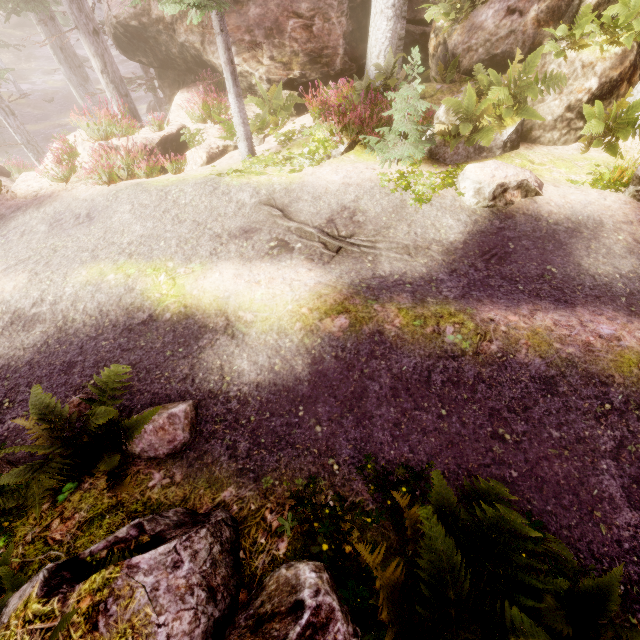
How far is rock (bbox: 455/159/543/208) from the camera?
6.5m

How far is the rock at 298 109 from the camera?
11.5 meters

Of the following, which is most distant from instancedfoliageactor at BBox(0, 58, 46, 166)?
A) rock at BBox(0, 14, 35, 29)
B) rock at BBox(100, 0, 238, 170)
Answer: rock at BBox(0, 14, 35, 29)

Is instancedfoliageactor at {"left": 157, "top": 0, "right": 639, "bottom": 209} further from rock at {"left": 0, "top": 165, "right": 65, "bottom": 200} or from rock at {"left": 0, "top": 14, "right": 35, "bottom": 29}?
rock at {"left": 0, "top": 14, "right": 35, "bottom": 29}

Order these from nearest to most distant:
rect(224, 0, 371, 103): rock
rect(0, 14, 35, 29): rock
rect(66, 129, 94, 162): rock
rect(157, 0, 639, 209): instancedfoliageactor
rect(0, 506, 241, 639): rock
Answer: rect(0, 506, 241, 639): rock
rect(157, 0, 639, 209): instancedfoliageactor
rect(66, 129, 94, 162): rock
rect(224, 0, 371, 103): rock
rect(0, 14, 35, 29): rock

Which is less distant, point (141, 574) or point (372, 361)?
point (141, 574)

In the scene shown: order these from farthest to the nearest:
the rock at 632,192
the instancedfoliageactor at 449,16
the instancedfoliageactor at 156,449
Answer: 1. the instancedfoliageactor at 449,16
2. the rock at 632,192
3. the instancedfoliageactor at 156,449
